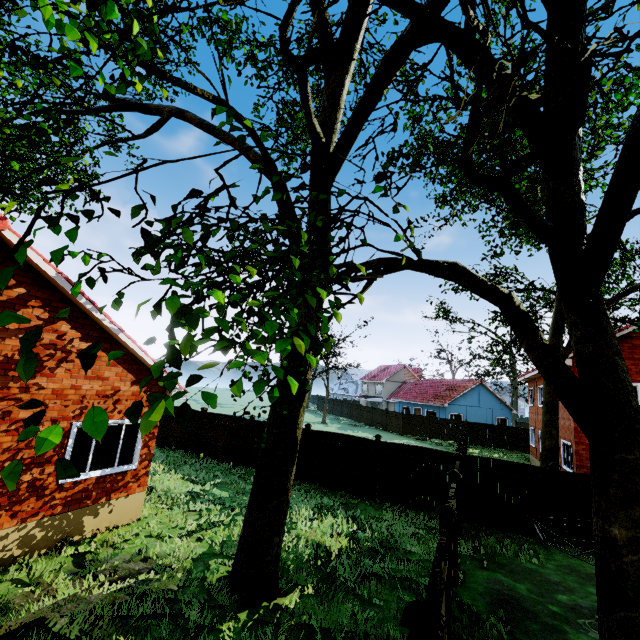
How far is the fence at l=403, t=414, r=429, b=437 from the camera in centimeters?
3424cm

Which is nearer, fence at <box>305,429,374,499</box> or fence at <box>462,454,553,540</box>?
fence at <box>462,454,553,540</box>

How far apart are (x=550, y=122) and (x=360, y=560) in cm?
955

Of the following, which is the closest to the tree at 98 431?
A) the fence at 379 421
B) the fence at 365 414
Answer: the fence at 379 421

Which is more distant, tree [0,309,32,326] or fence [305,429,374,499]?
fence [305,429,374,499]

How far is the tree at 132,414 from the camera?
1.1m
